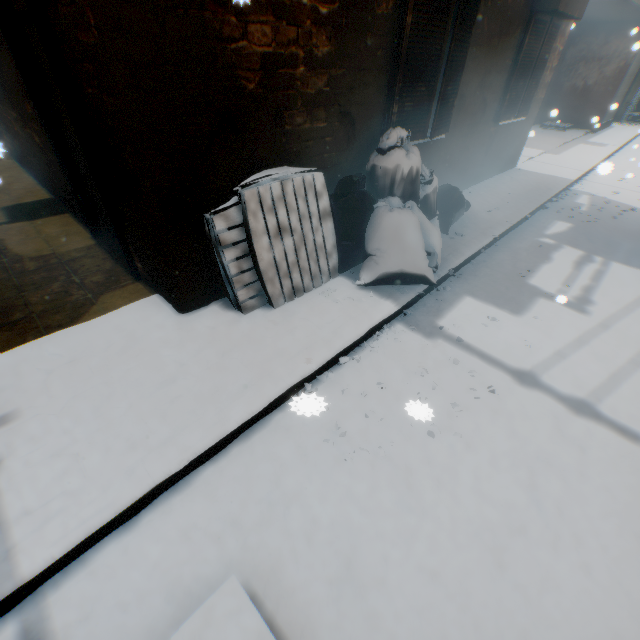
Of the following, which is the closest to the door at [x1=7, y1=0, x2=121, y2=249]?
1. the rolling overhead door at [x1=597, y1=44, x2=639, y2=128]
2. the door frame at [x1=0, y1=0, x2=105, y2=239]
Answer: the door frame at [x1=0, y1=0, x2=105, y2=239]

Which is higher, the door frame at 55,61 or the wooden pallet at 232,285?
the door frame at 55,61

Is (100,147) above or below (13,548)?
above

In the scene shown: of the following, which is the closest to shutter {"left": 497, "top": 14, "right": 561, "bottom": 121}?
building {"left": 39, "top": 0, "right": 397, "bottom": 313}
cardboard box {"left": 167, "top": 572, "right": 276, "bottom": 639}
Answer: building {"left": 39, "top": 0, "right": 397, "bottom": 313}

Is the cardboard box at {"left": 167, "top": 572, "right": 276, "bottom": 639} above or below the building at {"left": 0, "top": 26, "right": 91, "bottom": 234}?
below

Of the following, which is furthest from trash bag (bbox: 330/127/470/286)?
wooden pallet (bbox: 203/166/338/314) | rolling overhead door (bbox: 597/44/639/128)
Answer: rolling overhead door (bbox: 597/44/639/128)

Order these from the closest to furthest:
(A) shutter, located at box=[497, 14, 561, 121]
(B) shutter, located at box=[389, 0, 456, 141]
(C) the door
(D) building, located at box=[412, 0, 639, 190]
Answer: (C) the door
(B) shutter, located at box=[389, 0, 456, 141]
(D) building, located at box=[412, 0, 639, 190]
(A) shutter, located at box=[497, 14, 561, 121]

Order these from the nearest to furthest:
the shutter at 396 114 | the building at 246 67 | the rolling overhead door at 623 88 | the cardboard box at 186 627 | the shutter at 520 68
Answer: the cardboard box at 186 627 < the building at 246 67 < the shutter at 396 114 < the shutter at 520 68 < the rolling overhead door at 623 88
